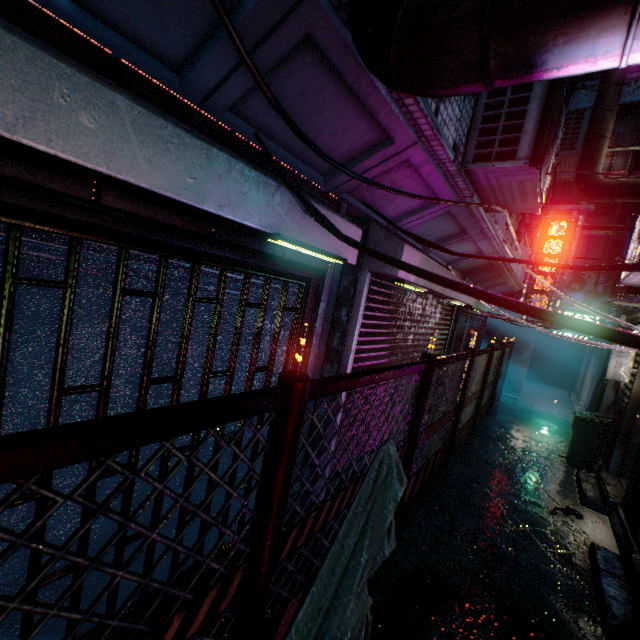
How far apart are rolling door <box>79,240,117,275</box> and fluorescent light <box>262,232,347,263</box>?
0.1m

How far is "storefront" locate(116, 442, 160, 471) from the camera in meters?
1.8 m

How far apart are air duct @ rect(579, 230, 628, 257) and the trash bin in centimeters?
590cm

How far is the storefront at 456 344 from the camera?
6.7 meters

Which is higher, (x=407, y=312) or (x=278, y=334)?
(x=407, y=312)

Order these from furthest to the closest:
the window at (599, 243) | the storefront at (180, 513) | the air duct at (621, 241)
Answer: the window at (599, 243)
the air duct at (621, 241)
the storefront at (180, 513)

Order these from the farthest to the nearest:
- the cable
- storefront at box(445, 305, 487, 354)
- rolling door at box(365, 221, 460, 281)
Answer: storefront at box(445, 305, 487, 354)
rolling door at box(365, 221, 460, 281)
the cable

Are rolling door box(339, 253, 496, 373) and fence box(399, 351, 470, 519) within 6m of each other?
yes
